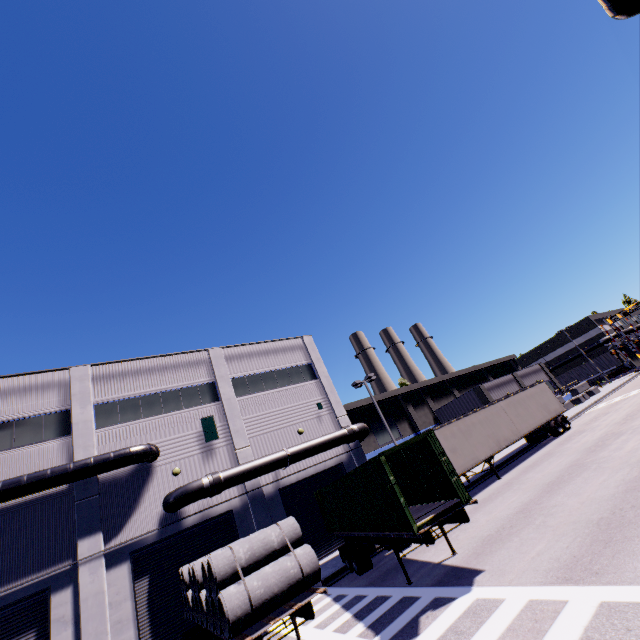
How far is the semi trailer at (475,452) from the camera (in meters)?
18.94

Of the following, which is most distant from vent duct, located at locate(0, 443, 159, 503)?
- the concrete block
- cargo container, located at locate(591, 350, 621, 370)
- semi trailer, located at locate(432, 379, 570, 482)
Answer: cargo container, located at locate(591, 350, 621, 370)

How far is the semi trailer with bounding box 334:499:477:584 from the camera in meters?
8.9

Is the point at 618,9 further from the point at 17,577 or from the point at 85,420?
the point at 17,577

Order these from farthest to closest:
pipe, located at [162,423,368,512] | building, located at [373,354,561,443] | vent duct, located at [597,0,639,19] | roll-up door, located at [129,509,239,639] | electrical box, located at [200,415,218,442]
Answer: building, located at [373,354,561,443] < electrical box, located at [200,415,218,442] < pipe, located at [162,423,368,512] < roll-up door, located at [129,509,239,639] < vent duct, located at [597,0,639,19]

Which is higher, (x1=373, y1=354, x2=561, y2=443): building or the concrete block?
(x1=373, y1=354, x2=561, y2=443): building

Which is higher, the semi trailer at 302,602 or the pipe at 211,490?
the pipe at 211,490

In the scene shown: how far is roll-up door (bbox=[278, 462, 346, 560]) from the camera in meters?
19.3
